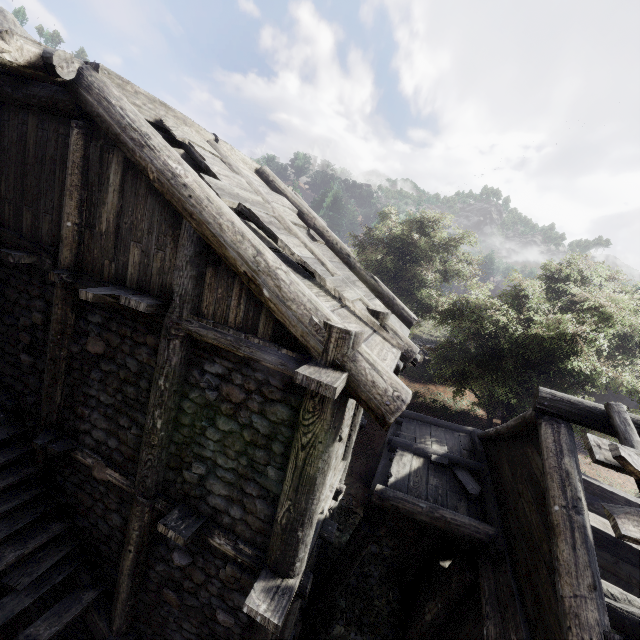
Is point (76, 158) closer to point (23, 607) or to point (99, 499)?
point (99, 499)

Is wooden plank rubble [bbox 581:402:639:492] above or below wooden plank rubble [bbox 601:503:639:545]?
above

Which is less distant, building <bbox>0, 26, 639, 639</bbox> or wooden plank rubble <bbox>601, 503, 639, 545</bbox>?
wooden plank rubble <bbox>601, 503, 639, 545</bbox>

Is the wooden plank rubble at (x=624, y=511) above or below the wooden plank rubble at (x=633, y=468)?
below

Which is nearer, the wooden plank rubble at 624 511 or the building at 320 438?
the wooden plank rubble at 624 511
